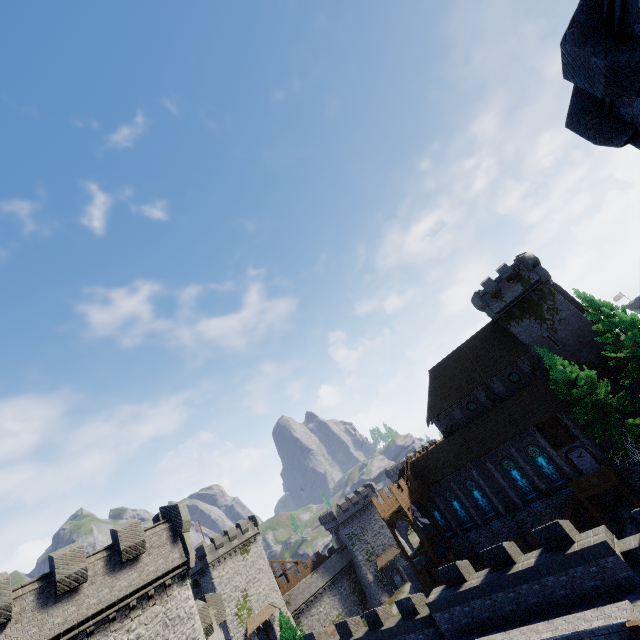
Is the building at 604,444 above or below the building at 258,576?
below

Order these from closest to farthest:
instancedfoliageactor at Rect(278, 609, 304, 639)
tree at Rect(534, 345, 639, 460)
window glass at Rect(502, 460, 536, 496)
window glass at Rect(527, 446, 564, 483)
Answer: tree at Rect(534, 345, 639, 460) < window glass at Rect(527, 446, 564, 483) < window glass at Rect(502, 460, 536, 496) < instancedfoliageactor at Rect(278, 609, 304, 639)

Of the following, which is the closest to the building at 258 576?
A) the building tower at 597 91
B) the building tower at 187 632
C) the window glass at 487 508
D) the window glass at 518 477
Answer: the building tower at 187 632

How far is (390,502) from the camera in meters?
37.8 m

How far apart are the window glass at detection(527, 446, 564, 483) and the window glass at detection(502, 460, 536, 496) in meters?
1.5 m

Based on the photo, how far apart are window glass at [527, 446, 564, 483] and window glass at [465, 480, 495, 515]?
6.49m

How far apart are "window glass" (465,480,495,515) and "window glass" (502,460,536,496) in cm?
349

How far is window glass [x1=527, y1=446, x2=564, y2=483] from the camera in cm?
3147
